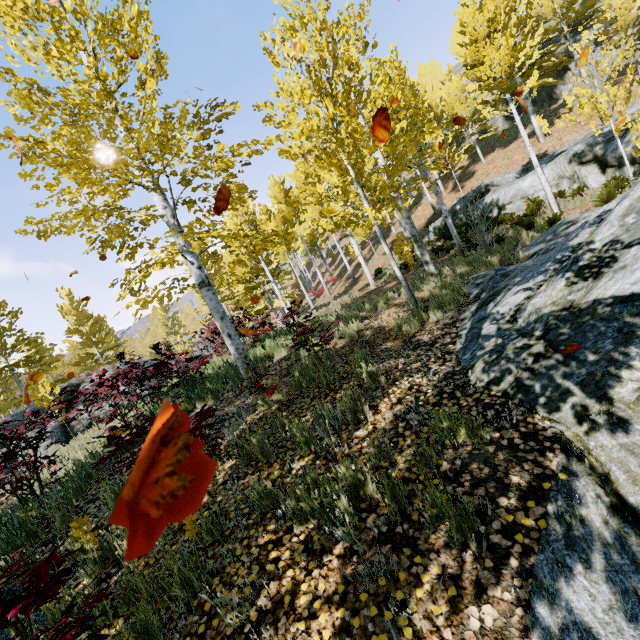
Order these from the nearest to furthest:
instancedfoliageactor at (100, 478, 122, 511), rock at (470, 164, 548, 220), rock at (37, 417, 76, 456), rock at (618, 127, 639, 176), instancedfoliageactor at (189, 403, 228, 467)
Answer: instancedfoliageactor at (189, 403, 228, 467) → instancedfoliageactor at (100, 478, 122, 511) → rock at (37, 417, 76, 456) → rock at (618, 127, 639, 176) → rock at (470, 164, 548, 220)

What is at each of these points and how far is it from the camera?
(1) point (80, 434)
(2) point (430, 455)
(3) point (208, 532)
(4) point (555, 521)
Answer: (1) rock, 10.2 meters
(2) instancedfoliageactor, 2.9 meters
(3) instancedfoliageactor, 3.1 meters
(4) rock, 2.1 meters

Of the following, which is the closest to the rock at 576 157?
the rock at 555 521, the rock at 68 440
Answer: the rock at 555 521

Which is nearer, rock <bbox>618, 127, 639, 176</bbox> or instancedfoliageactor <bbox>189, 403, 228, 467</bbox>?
instancedfoliageactor <bbox>189, 403, 228, 467</bbox>

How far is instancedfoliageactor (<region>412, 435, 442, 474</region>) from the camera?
2.9m

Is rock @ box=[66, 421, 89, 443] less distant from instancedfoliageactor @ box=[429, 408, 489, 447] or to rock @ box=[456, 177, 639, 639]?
instancedfoliageactor @ box=[429, 408, 489, 447]

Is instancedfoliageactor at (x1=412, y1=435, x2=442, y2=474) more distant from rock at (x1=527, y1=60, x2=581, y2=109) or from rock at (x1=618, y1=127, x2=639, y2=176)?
rock at (x1=527, y1=60, x2=581, y2=109)

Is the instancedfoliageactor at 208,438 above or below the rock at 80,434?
below
